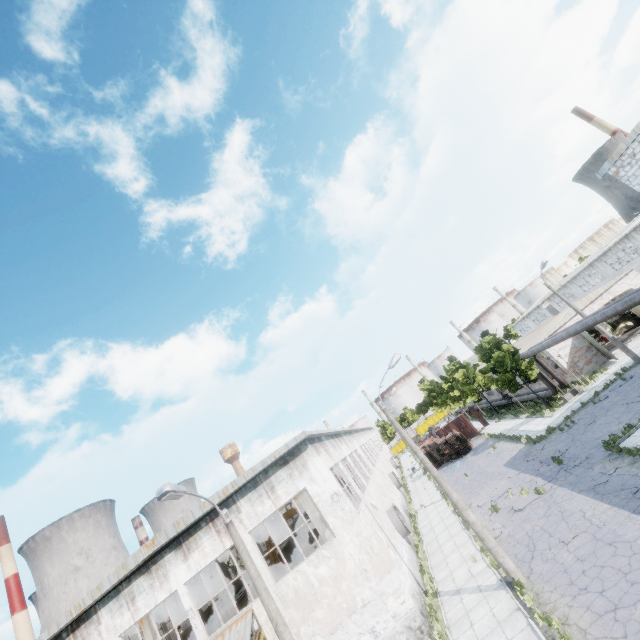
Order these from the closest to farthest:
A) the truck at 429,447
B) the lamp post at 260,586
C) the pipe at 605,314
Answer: the lamp post at 260,586, the pipe at 605,314, the truck at 429,447

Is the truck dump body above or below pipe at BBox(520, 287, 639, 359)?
below

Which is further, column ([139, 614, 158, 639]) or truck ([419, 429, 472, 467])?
truck ([419, 429, 472, 467])

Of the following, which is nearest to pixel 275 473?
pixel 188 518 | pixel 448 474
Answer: pixel 188 518

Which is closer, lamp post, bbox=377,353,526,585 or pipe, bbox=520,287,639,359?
lamp post, bbox=377,353,526,585

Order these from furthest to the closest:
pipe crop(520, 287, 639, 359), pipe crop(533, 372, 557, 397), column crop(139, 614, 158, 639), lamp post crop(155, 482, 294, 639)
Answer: pipe crop(533, 372, 557, 397) → column crop(139, 614, 158, 639) → pipe crop(520, 287, 639, 359) → lamp post crop(155, 482, 294, 639)

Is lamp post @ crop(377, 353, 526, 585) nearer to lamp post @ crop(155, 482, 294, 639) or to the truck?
lamp post @ crop(155, 482, 294, 639)

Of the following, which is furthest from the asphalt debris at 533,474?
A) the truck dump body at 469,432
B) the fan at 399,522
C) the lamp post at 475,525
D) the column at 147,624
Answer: the truck dump body at 469,432
